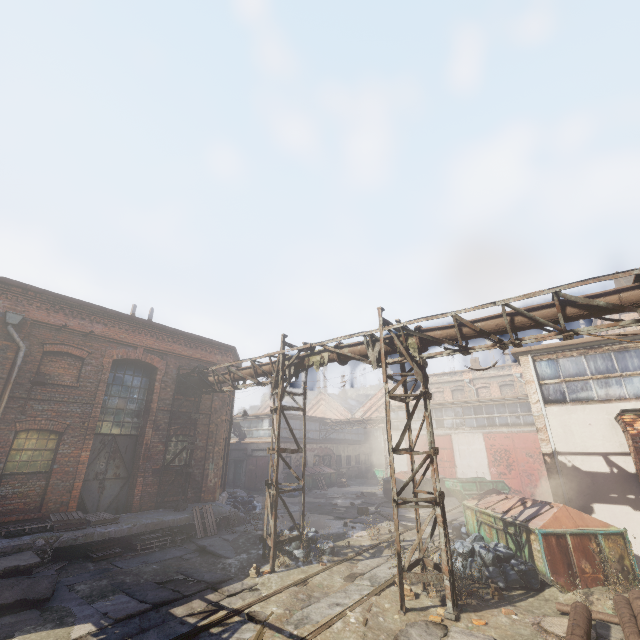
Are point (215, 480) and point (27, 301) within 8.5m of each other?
no

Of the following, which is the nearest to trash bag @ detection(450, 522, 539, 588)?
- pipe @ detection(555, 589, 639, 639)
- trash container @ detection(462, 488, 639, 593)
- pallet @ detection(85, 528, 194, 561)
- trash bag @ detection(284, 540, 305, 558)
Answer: trash container @ detection(462, 488, 639, 593)

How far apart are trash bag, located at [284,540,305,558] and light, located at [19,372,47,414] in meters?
8.9 m

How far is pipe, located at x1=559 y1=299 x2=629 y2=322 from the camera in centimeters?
659cm

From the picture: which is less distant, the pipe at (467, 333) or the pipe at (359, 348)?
the pipe at (467, 333)

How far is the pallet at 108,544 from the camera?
10.1 meters

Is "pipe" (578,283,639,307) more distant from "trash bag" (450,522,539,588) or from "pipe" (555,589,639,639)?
"trash bag" (450,522,539,588)

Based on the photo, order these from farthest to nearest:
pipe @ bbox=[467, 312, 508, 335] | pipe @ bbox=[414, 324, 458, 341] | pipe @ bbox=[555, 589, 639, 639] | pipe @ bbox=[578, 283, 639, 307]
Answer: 1. pipe @ bbox=[414, 324, 458, 341]
2. pipe @ bbox=[467, 312, 508, 335]
3. pipe @ bbox=[578, 283, 639, 307]
4. pipe @ bbox=[555, 589, 639, 639]
